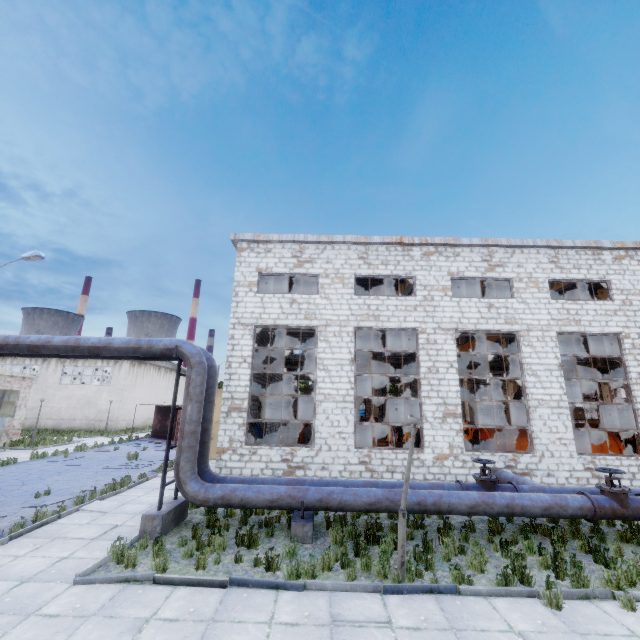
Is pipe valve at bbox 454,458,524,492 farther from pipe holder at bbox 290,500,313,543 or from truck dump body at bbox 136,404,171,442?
truck dump body at bbox 136,404,171,442

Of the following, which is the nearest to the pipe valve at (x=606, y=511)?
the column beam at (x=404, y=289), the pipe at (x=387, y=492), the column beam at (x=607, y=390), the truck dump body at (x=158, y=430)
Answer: the pipe at (x=387, y=492)

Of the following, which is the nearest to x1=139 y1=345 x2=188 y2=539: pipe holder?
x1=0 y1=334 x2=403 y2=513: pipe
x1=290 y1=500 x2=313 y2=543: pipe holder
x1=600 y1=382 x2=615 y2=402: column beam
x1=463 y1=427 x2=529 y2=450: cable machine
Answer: x1=0 y1=334 x2=403 y2=513: pipe

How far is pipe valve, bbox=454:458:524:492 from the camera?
9.55m

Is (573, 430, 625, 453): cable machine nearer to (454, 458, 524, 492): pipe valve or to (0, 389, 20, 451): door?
(454, 458, 524, 492): pipe valve

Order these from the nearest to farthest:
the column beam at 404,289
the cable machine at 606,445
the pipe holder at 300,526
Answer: the pipe holder at 300,526
the cable machine at 606,445
the column beam at 404,289

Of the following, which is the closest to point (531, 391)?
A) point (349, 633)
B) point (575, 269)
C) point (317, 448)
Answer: point (575, 269)

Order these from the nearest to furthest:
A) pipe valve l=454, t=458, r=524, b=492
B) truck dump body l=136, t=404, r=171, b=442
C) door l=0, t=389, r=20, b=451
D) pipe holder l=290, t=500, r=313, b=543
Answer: pipe holder l=290, t=500, r=313, b=543 < pipe valve l=454, t=458, r=524, b=492 < door l=0, t=389, r=20, b=451 < truck dump body l=136, t=404, r=171, b=442
